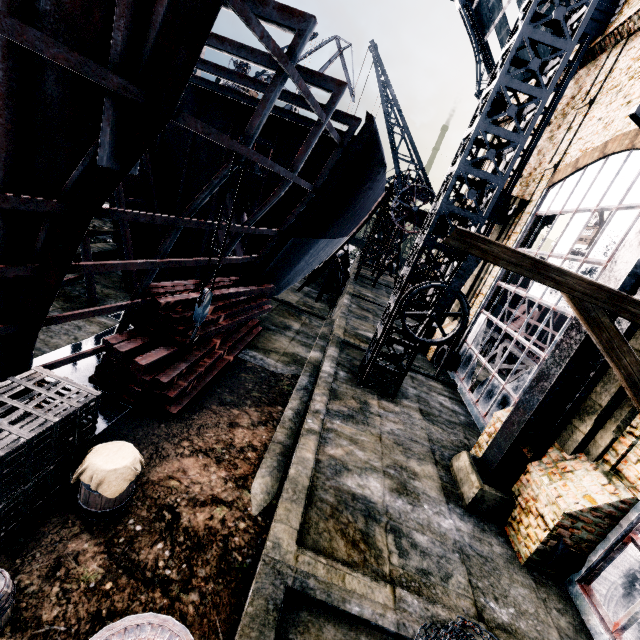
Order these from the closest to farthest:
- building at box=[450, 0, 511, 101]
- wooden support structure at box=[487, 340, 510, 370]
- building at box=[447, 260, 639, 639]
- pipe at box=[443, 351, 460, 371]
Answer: building at box=[447, 260, 639, 639], pipe at box=[443, 351, 460, 371], building at box=[450, 0, 511, 101], wooden support structure at box=[487, 340, 510, 370]

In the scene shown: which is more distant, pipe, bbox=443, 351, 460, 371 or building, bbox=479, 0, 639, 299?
pipe, bbox=443, 351, 460, 371

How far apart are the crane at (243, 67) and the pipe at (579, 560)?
50.0m

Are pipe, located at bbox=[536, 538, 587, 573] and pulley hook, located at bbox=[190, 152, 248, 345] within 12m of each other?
yes

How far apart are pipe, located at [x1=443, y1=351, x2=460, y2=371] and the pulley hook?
13.4 meters

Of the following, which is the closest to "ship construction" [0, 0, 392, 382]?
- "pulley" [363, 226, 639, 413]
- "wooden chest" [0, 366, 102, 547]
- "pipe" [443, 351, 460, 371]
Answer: "wooden chest" [0, 366, 102, 547]

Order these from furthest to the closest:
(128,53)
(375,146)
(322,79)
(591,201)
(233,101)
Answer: (233,101)
(375,146)
(591,201)
(322,79)
(128,53)

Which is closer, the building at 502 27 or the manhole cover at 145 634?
the manhole cover at 145 634
